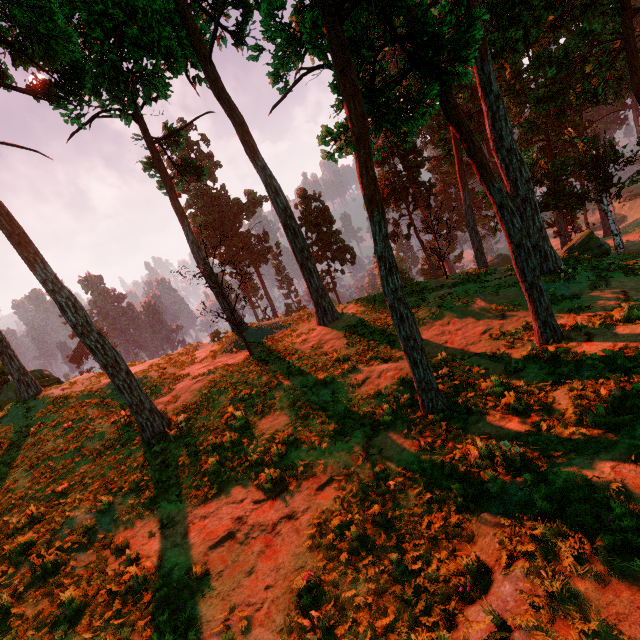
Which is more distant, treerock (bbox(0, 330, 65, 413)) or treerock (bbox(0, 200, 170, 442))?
treerock (bbox(0, 330, 65, 413))

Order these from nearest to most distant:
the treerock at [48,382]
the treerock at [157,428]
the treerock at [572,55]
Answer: the treerock at [572,55] → the treerock at [157,428] → the treerock at [48,382]

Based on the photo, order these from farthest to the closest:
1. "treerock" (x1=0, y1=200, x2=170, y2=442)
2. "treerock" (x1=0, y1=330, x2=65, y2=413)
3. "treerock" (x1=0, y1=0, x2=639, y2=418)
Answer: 1. "treerock" (x1=0, y1=330, x2=65, y2=413)
2. "treerock" (x1=0, y1=200, x2=170, y2=442)
3. "treerock" (x1=0, y1=0, x2=639, y2=418)

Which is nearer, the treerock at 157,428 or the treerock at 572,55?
the treerock at 572,55

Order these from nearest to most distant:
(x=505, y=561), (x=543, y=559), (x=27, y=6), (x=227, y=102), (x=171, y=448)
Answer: (x=543, y=559), (x=505, y=561), (x=27, y=6), (x=171, y=448), (x=227, y=102)
